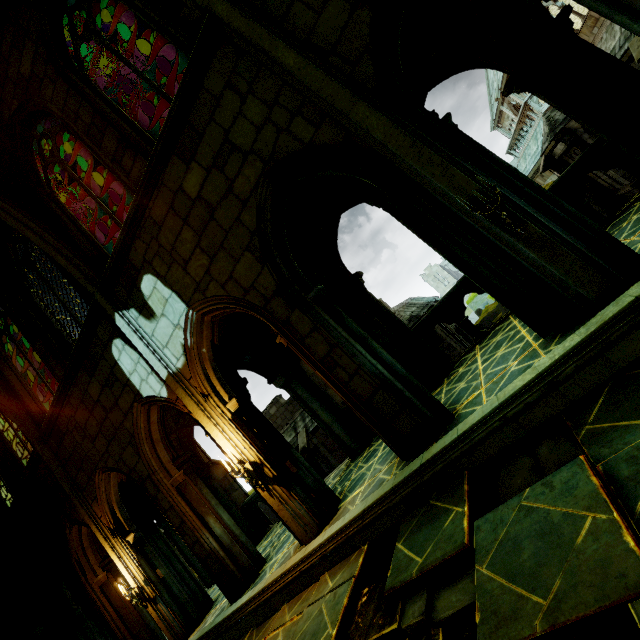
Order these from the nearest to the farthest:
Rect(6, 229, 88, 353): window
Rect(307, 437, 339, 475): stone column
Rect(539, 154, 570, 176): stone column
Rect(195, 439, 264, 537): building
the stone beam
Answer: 1. the stone beam
2. Rect(6, 229, 88, 353): window
3. Rect(195, 439, 264, 537): building
4. Rect(539, 154, 570, 176): stone column
5. Rect(307, 437, 339, 475): stone column

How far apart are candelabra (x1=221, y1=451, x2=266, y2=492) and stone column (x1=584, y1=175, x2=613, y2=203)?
21.52m

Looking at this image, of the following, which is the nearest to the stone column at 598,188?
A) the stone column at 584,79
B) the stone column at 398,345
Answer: the stone column at 584,79

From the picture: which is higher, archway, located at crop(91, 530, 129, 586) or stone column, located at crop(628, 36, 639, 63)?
archway, located at crop(91, 530, 129, 586)

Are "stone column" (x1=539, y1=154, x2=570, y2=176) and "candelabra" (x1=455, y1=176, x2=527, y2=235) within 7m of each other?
no

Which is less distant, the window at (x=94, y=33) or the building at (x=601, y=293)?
the building at (x=601, y=293)

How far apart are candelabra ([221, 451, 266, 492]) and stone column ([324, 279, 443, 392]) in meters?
3.9

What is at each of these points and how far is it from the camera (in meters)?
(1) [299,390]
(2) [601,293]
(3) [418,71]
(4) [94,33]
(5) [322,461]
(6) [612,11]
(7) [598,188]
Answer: (1) archway, 9.28
(2) building, 3.57
(3) archway, 6.34
(4) window, 6.50
(5) stone column, 19.36
(6) archway, 3.74
(7) stone column, 17.28
